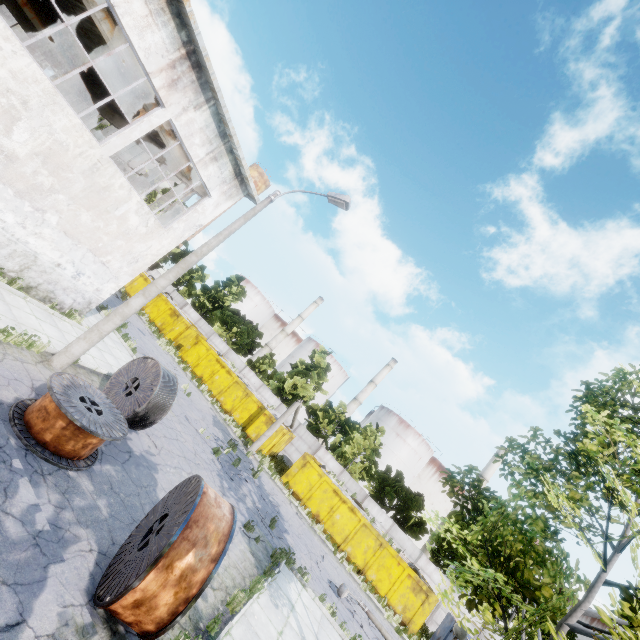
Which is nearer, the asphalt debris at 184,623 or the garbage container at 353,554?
the asphalt debris at 184,623

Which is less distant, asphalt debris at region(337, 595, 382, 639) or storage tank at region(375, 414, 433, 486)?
asphalt debris at region(337, 595, 382, 639)

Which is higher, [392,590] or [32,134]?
[32,134]

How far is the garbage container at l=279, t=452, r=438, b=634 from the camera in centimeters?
1922cm

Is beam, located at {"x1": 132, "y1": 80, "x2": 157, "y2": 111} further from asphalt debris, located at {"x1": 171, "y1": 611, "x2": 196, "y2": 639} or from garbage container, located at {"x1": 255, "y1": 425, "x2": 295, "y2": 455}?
asphalt debris, located at {"x1": 171, "y1": 611, "x2": 196, "y2": 639}

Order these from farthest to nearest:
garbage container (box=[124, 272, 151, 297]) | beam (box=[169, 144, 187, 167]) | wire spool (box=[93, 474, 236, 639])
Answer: garbage container (box=[124, 272, 151, 297]) → beam (box=[169, 144, 187, 167]) → wire spool (box=[93, 474, 236, 639])

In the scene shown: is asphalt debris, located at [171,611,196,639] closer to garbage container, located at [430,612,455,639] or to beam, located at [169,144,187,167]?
beam, located at [169,144,187,167]

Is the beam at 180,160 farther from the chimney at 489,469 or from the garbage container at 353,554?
the chimney at 489,469
